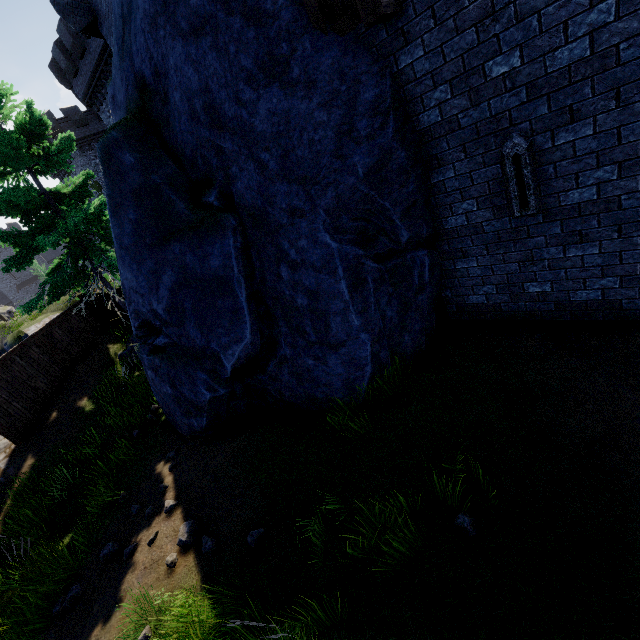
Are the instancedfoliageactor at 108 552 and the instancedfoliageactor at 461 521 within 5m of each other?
no

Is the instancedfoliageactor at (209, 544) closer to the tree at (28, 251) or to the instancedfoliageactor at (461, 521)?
the instancedfoliageactor at (461, 521)

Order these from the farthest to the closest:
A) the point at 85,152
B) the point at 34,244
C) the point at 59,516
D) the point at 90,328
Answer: the point at 85,152 → the point at 90,328 → the point at 34,244 → the point at 59,516

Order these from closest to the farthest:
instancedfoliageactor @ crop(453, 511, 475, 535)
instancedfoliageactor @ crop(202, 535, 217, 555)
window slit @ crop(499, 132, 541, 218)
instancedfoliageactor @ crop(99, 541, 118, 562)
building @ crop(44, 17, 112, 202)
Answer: instancedfoliageactor @ crop(453, 511, 475, 535) → window slit @ crop(499, 132, 541, 218) → instancedfoliageactor @ crop(202, 535, 217, 555) → instancedfoliageactor @ crop(99, 541, 118, 562) → building @ crop(44, 17, 112, 202)

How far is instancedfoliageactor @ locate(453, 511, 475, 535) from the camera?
3.3m

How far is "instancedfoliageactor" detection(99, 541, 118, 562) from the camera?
5.5m

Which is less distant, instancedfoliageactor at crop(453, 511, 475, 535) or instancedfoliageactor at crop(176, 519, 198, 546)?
instancedfoliageactor at crop(453, 511, 475, 535)

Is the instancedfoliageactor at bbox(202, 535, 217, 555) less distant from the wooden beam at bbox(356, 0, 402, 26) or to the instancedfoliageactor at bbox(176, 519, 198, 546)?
the instancedfoliageactor at bbox(176, 519, 198, 546)
